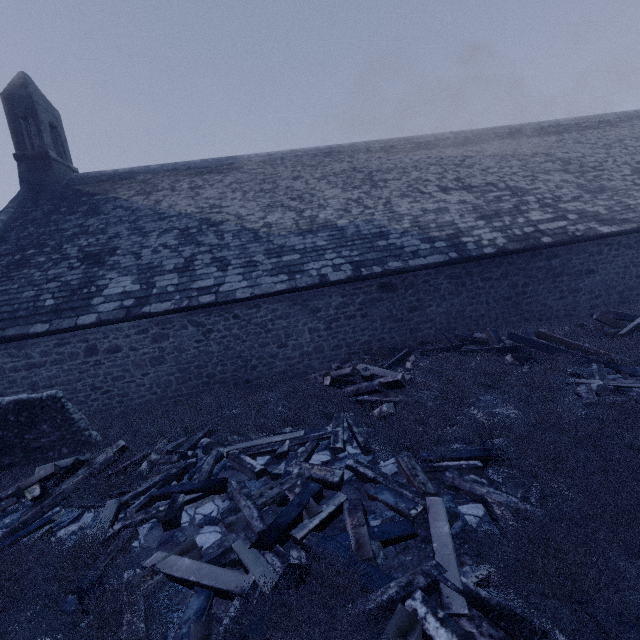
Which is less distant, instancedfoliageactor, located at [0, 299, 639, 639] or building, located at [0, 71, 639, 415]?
instancedfoliageactor, located at [0, 299, 639, 639]

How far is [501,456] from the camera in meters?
4.2

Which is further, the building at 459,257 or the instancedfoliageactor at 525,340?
the building at 459,257

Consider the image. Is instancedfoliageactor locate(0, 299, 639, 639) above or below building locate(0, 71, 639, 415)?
below

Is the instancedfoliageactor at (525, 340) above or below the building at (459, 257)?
below
